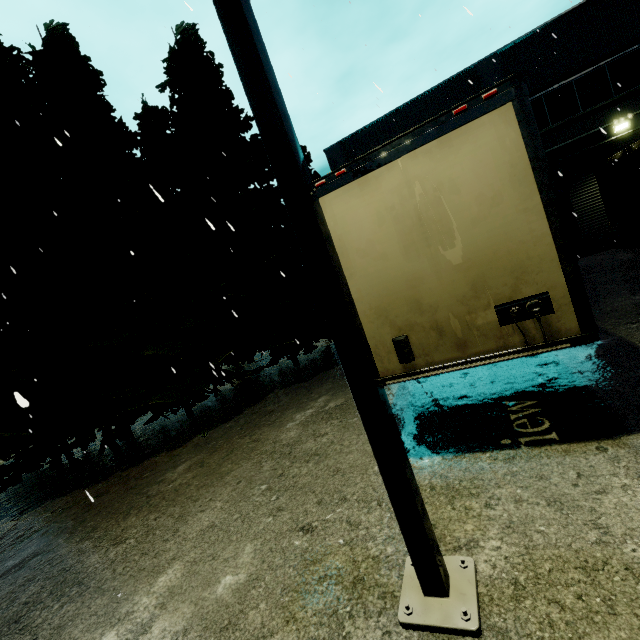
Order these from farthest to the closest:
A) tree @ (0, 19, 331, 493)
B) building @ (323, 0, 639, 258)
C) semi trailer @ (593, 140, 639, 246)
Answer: building @ (323, 0, 639, 258) → semi trailer @ (593, 140, 639, 246) → tree @ (0, 19, 331, 493)

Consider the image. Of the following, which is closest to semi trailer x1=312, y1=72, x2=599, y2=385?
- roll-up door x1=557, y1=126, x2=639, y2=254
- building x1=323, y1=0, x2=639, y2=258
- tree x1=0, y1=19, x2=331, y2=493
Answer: roll-up door x1=557, y1=126, x2=639, y2=254

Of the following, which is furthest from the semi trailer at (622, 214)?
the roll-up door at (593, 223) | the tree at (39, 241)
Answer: the tree at (39, 241)

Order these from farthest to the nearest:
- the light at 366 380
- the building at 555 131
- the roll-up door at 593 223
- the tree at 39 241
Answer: the roll-up door at 593 223 < the building at 555 131 < the tree at 39 241 < the light at 366 380

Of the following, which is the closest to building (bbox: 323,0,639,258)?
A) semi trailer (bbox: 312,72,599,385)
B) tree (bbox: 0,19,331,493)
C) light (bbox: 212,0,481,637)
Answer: tree (bbox: 0,19,331,493)

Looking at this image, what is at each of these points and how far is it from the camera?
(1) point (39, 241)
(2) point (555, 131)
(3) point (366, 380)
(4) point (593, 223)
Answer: (1) tree, 8.3 meters
(2) building, 14.5 meters
(3) light, 2.1 meters
(4) roll-up door, 14.8 meters

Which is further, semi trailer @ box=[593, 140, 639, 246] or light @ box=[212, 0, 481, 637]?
semi trailer @ box=[593, 140, 639, 246]

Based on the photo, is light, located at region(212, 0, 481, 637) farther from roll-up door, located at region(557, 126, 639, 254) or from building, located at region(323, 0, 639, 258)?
roll-up door, located at region(557, 126, 639, 254)
